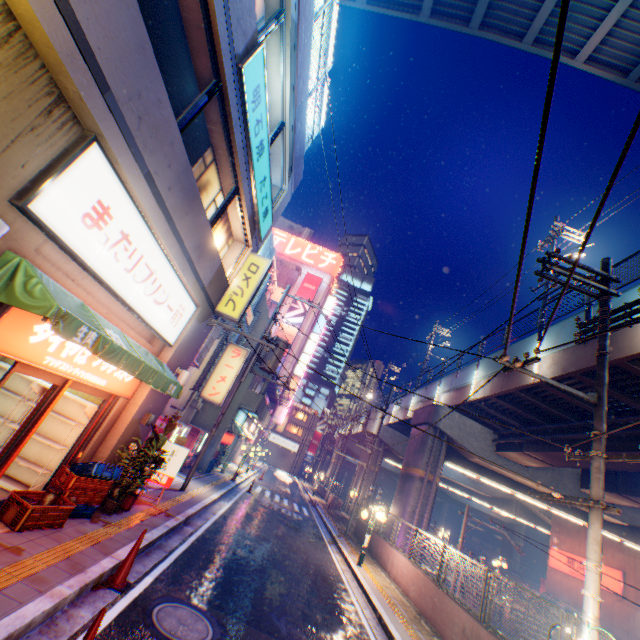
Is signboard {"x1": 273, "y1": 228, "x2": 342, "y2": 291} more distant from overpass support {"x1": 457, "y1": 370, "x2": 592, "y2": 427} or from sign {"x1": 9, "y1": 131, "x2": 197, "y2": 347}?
sign {"x1": 9, "y1": 131, "x2": 197, "y2": 347}

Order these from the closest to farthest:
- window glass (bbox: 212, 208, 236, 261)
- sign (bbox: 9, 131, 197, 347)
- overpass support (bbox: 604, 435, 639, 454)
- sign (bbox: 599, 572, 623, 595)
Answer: sign (bbox: 9, 131, 197, 347) → window glass (bbox: 212, 208, 236, 261) → overpass support (bbox: 604, 435, 639, 454) → sign (bbox: 599, 572, 623, 595)

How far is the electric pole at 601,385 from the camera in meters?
6.4 m

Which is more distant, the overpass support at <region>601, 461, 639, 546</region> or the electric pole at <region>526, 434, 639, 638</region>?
the overpass support at <region>601, 461, 639, 546</region>

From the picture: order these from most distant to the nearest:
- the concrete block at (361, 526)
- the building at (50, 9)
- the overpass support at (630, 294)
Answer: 1. the concrete block at (361, 526)
2. the overpass support at (630, 294)
3. the building at (50, 9)

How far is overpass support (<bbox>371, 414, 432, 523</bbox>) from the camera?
19.3 meters

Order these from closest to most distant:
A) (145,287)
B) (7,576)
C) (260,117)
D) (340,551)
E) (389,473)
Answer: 1. (7,576)
2. (145,287)
3. (260,117)
4. (340,551)
5. (389,473)

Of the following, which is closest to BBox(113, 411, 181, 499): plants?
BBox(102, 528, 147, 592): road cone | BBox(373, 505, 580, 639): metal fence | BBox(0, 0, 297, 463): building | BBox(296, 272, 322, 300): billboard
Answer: BBox(0, 0, 297, 463): building
